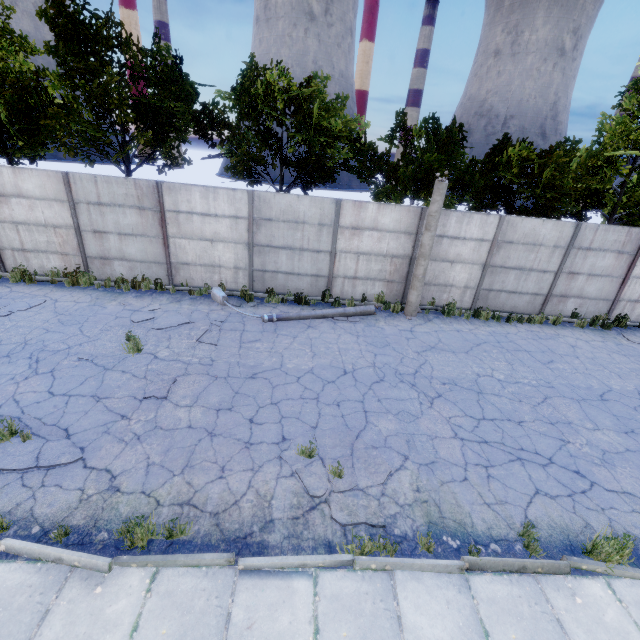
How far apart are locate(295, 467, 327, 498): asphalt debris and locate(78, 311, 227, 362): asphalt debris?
4.0m

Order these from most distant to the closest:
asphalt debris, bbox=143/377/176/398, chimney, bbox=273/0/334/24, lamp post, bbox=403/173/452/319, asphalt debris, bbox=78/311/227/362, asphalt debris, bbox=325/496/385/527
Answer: chimney, bbox=273/0/334/24 → lamp post, bbox=403/173/452/319 → asphalt debris, bbox=78/311/227/362 → asphalt debris, bbox=143/377/176/398 → asphalt debris, bbox=325/496/385/527

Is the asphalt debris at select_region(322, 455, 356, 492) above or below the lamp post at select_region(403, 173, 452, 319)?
below

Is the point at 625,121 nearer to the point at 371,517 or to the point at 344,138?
the point at 344,138

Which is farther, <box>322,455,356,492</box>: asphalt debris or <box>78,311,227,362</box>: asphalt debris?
<box>78,311,227,362</box>: asphalt debris

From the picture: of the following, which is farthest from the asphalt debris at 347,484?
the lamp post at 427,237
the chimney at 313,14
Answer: the chimney at 313,14

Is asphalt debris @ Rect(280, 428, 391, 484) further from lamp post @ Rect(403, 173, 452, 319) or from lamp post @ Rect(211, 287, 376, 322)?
lamp post @ Rect(403, 173, 452, 319)

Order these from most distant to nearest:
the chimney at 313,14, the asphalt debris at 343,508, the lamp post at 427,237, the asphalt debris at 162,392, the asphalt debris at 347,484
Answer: the chimney at 313,14
the lamp post at 427,237
the asphalt debris at 162,392
the asphalt debris at 347,484
the asphalt debris at 343,508
